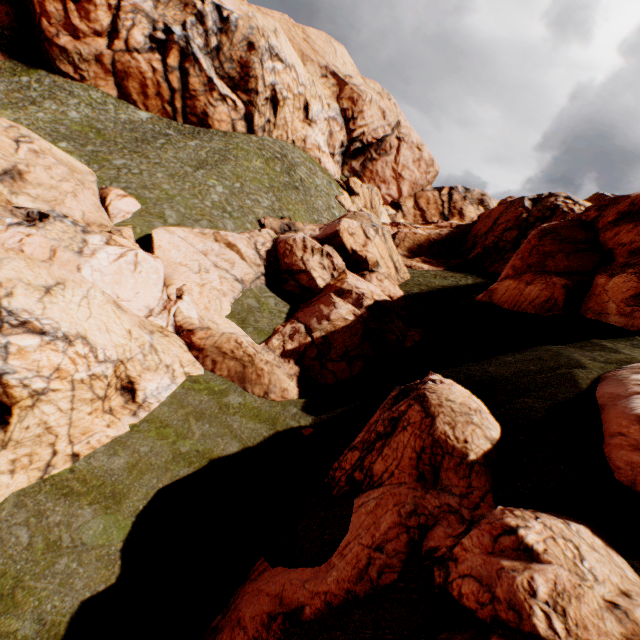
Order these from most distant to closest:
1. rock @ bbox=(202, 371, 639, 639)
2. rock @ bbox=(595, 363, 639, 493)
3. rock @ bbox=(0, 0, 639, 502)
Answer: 1. rock @ bbox=(0, 0, 639, 502)
2. rock @ bbox=(595, 363, 639, 493)
3. rock @ bbox=(202, 371, 639, 639)

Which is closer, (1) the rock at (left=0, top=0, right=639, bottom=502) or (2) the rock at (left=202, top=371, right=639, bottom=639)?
(2) the rock at (left=202, top=371, right=639, bottom=639)

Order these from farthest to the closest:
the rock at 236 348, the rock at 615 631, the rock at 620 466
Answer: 1. the rock at 236 348
2. the rock at 620 466
3. the rock at 615 631

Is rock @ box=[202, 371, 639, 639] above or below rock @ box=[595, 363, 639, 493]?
below

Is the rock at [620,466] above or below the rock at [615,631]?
above

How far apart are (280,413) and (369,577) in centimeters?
1009cm
